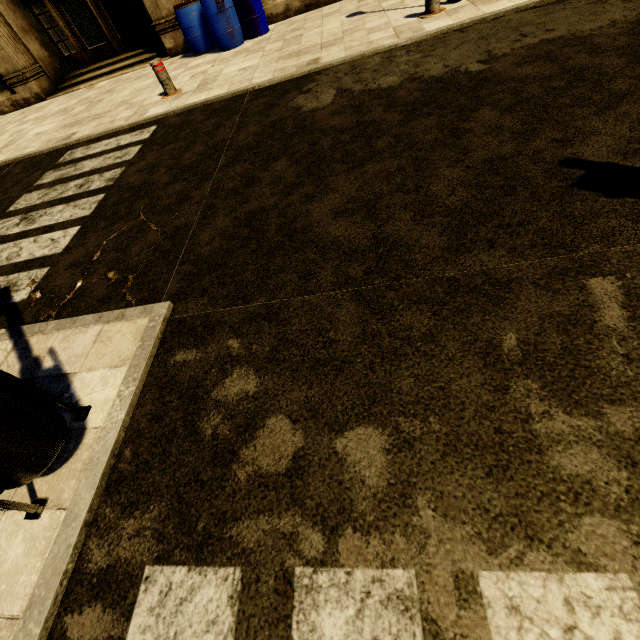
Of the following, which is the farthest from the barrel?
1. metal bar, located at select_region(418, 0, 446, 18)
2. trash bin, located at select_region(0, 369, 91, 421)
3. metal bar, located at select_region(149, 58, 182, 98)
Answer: trash bin, located at select_region(0, 369, 91, 421)

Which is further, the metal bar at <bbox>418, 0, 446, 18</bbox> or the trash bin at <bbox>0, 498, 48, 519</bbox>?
the metal bar at <bbox>418, 0, 446, 18</bbox>

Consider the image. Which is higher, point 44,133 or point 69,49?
point 69,49

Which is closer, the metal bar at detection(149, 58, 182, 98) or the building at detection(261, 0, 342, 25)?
the metal bar at detection(149, 58, 182, 98)

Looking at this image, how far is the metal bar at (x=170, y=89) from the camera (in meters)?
5.96

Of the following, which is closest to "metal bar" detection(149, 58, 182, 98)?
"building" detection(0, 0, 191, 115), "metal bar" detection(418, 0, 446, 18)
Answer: "building" detection(0, 0, 191, 115)

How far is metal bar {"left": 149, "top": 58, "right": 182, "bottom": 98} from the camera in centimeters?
596cm

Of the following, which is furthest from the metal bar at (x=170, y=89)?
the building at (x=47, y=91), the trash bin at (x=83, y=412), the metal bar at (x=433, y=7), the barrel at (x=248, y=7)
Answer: the trash bin at (x=83, y=412)
